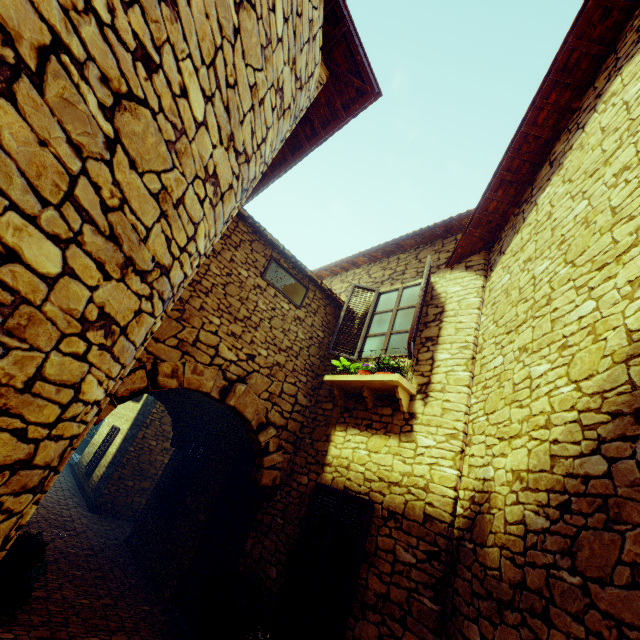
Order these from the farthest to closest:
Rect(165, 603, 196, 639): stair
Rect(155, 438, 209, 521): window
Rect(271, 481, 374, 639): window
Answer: Rect(155, 438, 209, 521): window < Rect(165, 603, 196, 639): stair < Rect(271, 481, 374, 639): window

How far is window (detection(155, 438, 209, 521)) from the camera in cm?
718

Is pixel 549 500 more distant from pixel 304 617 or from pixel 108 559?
pixel 108 559

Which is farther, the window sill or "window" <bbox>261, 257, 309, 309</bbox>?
"window" <bbox>261, 257, 309, 309</bbox>

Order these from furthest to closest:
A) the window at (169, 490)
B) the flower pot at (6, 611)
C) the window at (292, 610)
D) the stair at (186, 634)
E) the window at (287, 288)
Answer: the window at (169, 490), the window at (287, 288), the stair at (186, 634), the window at (292, 610), the flower pot at (6, 611)

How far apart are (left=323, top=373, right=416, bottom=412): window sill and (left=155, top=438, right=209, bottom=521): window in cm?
403

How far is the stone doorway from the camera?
4.3m

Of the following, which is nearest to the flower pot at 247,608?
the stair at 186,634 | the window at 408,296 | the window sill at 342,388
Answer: the stair at 186,634
